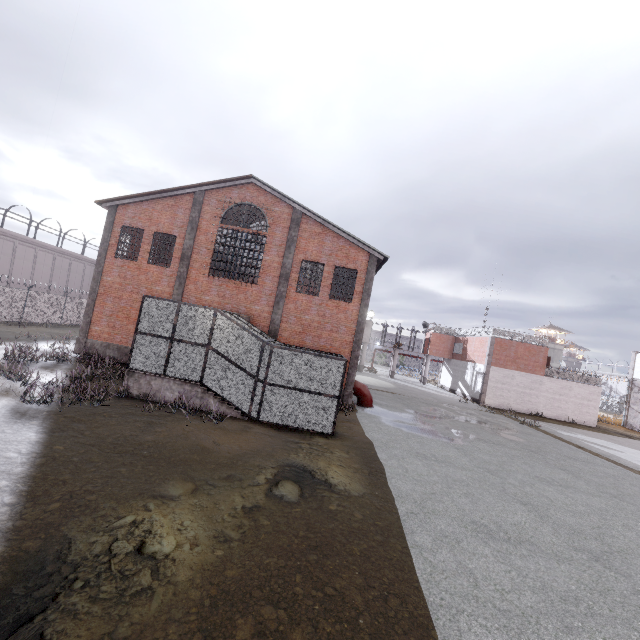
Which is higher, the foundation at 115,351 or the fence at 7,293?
the fence at 7,293

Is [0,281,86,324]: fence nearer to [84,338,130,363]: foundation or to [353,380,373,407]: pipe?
[84,338,130,363]: foundation

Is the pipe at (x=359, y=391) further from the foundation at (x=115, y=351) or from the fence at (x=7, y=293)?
the fence at (x=7, y=293)

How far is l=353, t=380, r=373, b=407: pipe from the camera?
19.59m

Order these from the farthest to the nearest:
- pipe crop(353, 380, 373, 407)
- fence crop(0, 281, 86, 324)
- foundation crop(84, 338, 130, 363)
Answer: fence crop(0, 281, 86, 324) → pipe crop(353, 380, 373, 407) → foundation crop(84, 338, 130, 363)

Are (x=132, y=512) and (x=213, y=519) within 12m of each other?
yes

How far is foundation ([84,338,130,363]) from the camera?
18.7m
